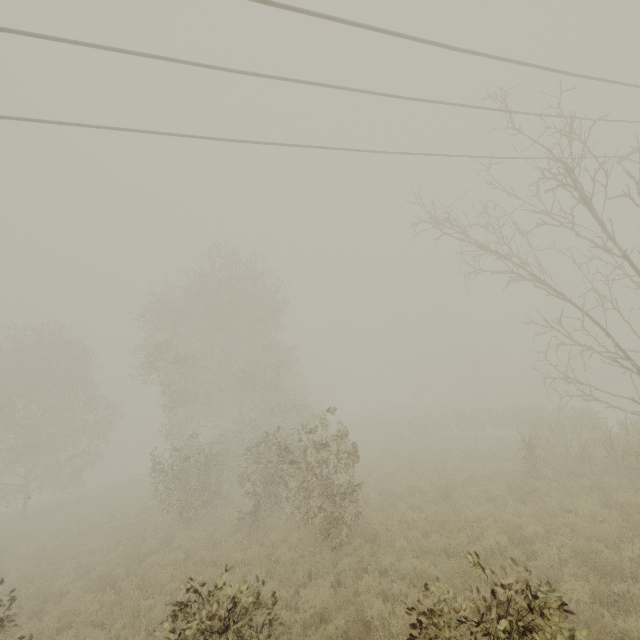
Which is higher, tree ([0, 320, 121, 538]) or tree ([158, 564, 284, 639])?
tree ([0, 320, 121, 538])

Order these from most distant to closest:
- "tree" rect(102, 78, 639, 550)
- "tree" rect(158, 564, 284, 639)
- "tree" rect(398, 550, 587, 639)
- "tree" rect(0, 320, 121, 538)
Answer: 1. "tree" rect(0, 320, 121, 538)
2. "tree" rect(102, 78, 639, 550)
3. "tree" rect(158, 564, 284, 639)
4. "tree" rect(398, 550, 587, 639)

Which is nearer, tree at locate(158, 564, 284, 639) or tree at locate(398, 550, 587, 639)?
tree at locate(398, 550, 587, 639)

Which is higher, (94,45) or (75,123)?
(94,45)

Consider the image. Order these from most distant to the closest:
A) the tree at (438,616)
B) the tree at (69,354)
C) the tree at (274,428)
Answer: the tree at (69,354) < the tree at (274,428) < the tree at (438,616)

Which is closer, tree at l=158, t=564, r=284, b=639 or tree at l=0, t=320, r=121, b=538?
tree at l=158, t=564, r=284, b=639

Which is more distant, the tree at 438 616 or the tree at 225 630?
the tree at 225 630
